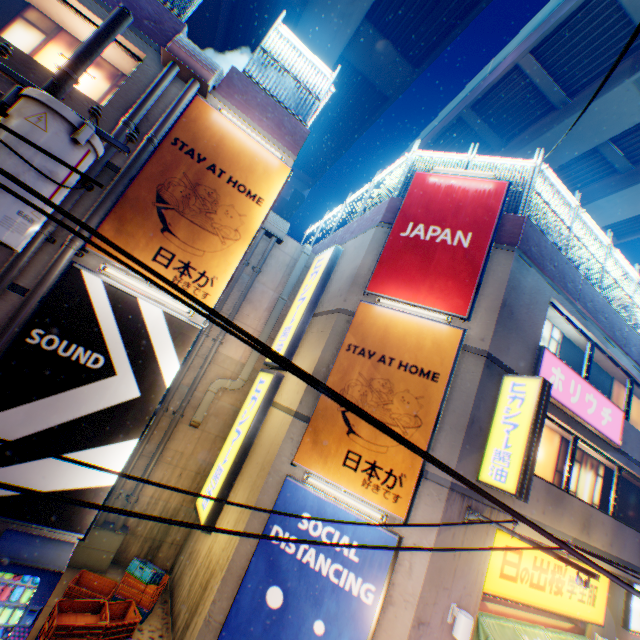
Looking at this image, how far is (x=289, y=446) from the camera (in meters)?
7.74

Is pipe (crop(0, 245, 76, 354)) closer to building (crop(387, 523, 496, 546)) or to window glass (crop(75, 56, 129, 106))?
window glass (crop(75, 56, 129, 106))

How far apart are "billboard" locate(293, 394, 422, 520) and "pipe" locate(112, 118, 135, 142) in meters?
6.3

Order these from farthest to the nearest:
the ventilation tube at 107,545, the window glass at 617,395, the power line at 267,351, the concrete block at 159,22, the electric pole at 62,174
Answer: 1. the window glass at 617,395
2. the ventilation tube at 107,545
3. the concrete block at 159,22
4. the electric pole at 62,174
5. the power line at 267,351

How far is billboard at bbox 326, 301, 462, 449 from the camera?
7.2m

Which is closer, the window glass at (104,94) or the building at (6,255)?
the building at (6,255)

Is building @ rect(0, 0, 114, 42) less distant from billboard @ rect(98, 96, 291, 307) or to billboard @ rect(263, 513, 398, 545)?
billboard @ rect(98, 96, 291, 307)

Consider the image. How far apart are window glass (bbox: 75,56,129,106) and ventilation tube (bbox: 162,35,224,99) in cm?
111
